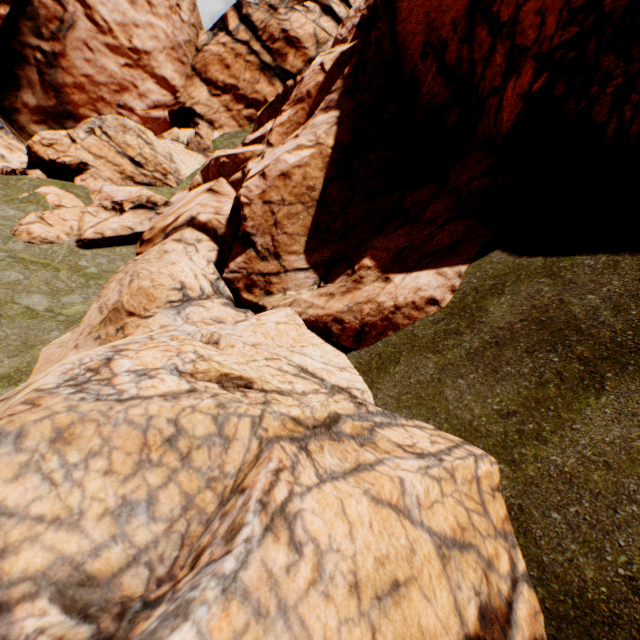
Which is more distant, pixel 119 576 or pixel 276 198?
pixel 276 198
